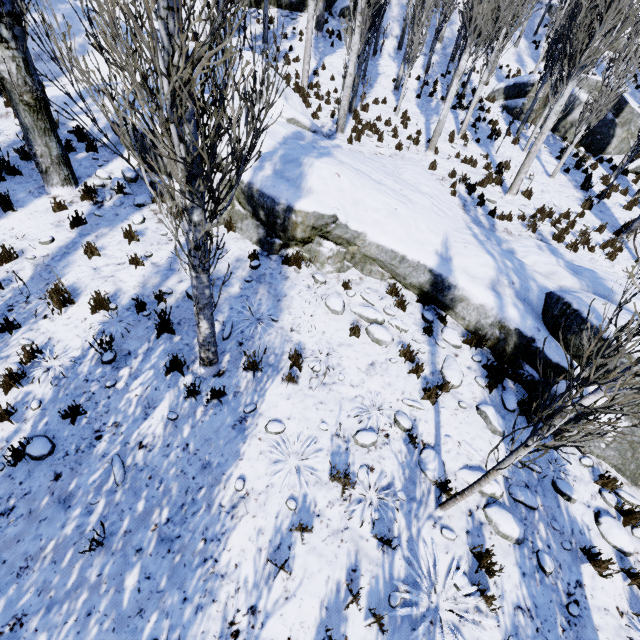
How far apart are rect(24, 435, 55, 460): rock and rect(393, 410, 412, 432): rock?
4.94m

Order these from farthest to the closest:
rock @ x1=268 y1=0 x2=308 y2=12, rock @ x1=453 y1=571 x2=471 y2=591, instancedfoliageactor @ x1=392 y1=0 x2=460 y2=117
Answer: rock @ x1=268 y1=0 x2=308 y2=12, instancedfoliageactor @ x1=392 y1=0 x2=460 y2=117, rock @ x1=453 y1=571 x2=471 y2=591

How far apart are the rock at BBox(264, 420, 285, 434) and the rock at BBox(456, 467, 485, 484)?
2.72m

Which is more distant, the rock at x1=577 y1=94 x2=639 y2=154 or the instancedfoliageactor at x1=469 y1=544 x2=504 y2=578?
the rock at x1=577 y1=94 x2=639 y2=154

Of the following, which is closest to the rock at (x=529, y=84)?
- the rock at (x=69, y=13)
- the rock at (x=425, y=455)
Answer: the rock at (x=425, y=455)

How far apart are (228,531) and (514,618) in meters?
3.7 m

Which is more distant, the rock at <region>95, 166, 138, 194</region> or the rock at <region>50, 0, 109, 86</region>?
the rock at <region>50, 0, 109, 86</region>

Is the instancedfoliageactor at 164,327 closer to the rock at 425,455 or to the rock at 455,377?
the rock at 455,377
